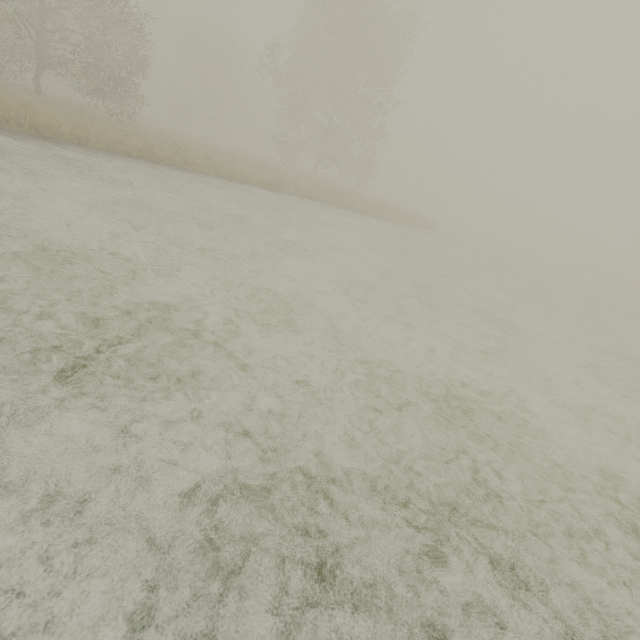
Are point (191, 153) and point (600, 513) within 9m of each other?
no
